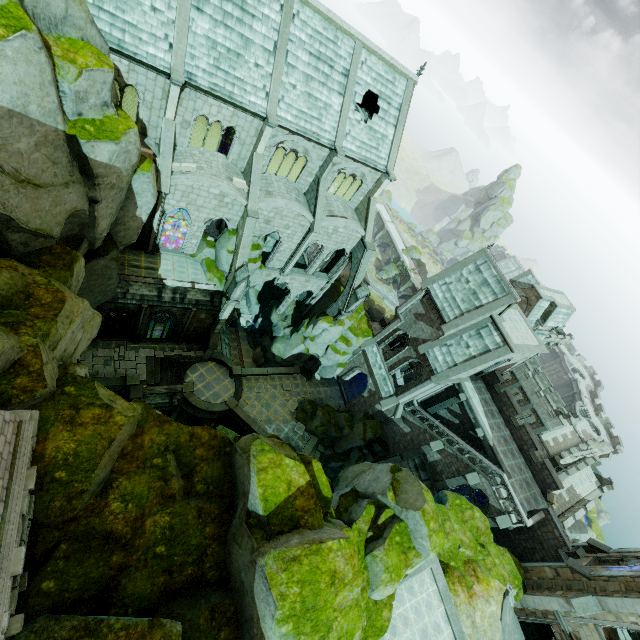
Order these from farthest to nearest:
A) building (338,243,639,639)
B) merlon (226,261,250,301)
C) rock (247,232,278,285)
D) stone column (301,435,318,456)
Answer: stone column (301,435,318,456)
rock (247,232,278,285)
merlon (226,261,250,301)
building (338,243,639,639)

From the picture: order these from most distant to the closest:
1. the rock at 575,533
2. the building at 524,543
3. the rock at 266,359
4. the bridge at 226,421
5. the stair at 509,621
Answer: the rock at 575,533, the rock at 266,359, the bridge at 226,421, the building at 524,543, the stair at 509,621

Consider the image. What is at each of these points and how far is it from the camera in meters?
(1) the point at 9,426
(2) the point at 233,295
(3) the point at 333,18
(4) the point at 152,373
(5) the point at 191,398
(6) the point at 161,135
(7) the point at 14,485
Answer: (1) building, 9.0
(2) merlon, 25.2
(3) trim, 22.2
(4) stair, 27.5
(5) wall trim, 28.7
(6) building, 19.8
(7) wall trim, 8.9

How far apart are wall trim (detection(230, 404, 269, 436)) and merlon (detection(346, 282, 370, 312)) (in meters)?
13.82

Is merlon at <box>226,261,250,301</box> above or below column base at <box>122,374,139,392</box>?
above

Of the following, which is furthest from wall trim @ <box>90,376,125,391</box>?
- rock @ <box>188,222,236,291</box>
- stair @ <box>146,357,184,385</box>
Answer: rock @ <box>188,222,236,291</box>

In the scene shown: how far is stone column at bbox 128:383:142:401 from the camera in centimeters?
2558cm

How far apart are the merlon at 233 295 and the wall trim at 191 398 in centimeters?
971cm
